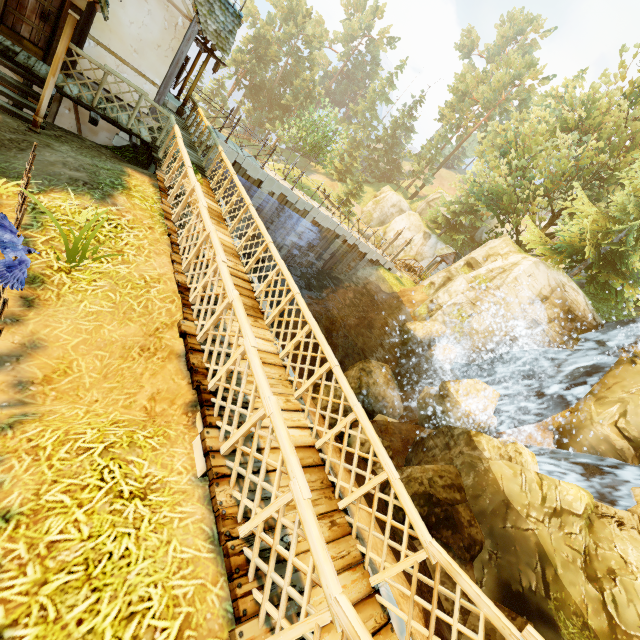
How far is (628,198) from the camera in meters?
16.7

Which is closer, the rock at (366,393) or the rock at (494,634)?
the rock at (494,634)

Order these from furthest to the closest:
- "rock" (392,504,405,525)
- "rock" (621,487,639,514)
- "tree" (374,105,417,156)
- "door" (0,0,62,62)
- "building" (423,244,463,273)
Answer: "tree" (374,105,417,156)
"building" (423,244,463,273)
"rock" (621,487,639,514)
"rock" (392,504,405,525)
"door" (0,0,62,62)

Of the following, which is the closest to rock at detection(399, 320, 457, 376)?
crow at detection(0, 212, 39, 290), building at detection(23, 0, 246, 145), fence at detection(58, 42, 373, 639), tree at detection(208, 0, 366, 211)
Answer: fence at detection(58, 42, 373, 639)

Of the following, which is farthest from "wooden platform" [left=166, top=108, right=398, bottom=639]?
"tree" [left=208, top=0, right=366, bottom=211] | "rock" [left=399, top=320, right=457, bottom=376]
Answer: "tree" [left=208, top=0, right=366, bottom=211]

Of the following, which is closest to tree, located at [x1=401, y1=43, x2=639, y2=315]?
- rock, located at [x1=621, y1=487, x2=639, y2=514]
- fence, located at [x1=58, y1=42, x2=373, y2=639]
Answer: fence, located at [x1=58, y1=42, x2=373, y2=639]

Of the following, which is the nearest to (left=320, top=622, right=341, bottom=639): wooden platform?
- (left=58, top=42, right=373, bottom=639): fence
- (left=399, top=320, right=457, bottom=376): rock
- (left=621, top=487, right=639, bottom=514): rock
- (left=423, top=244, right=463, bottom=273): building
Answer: (left=58, top=42, right=373, bottom=639): fence

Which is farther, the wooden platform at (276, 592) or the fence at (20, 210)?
the fence at (20, 210)
